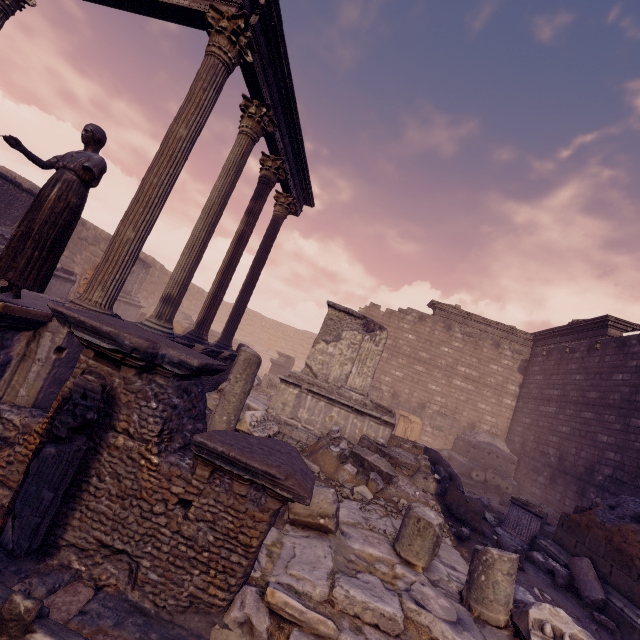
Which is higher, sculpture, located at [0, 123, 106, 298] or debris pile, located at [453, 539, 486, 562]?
sculpture, located at [0, 123, 106, 298]

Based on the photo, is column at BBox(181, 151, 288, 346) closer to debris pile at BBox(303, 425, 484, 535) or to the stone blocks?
debris pile at BBox(303, 425, 484, 535)

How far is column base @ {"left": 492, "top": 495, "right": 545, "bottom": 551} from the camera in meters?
6.7

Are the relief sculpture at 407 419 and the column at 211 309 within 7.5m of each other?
no

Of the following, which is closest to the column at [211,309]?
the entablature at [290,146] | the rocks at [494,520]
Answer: the entablature at [290,146]

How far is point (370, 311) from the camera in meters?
18.5

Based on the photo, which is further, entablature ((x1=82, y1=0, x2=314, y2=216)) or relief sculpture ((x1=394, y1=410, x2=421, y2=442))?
relief sculpture ((x1=394, y1=410, x2=421, y2=442))

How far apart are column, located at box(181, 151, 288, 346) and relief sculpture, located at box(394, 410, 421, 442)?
11.49m
